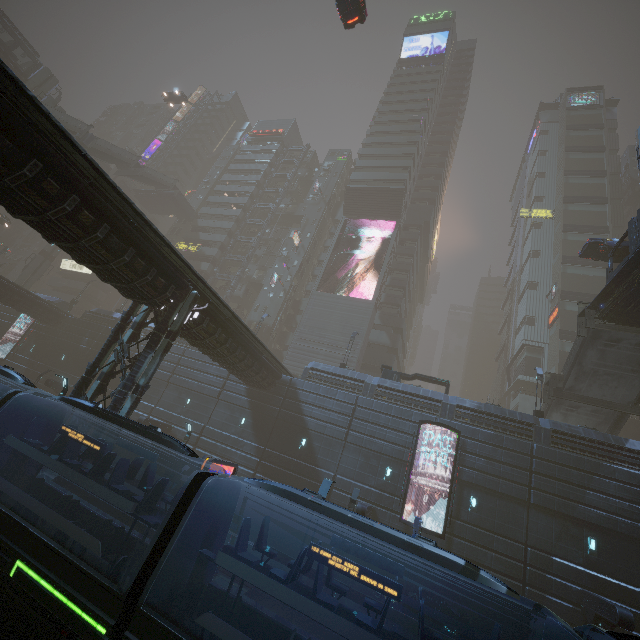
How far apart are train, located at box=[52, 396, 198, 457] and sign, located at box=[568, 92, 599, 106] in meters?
82.4

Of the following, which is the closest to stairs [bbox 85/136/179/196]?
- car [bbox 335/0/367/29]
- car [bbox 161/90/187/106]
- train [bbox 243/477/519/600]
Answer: car [bbox 161/90/187/106]

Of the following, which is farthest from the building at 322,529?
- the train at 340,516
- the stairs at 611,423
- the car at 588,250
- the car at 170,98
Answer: the car at 588,250

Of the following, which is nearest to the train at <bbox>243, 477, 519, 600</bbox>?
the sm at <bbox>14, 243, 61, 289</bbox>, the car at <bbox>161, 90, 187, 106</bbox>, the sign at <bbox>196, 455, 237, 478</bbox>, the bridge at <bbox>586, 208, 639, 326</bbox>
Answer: the sign at <bbox>196, 455, 237, 478</bbox>

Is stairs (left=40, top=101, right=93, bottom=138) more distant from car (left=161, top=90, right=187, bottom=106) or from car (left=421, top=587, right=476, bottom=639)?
car (left=421, top=587, right=476, bottom=639)

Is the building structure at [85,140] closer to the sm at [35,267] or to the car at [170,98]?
the sm at [35,267]

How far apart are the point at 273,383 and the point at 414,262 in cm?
3276

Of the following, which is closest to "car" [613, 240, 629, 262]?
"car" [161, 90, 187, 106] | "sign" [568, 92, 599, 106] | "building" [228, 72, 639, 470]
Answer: "building" [228, 72, 639, 470]
